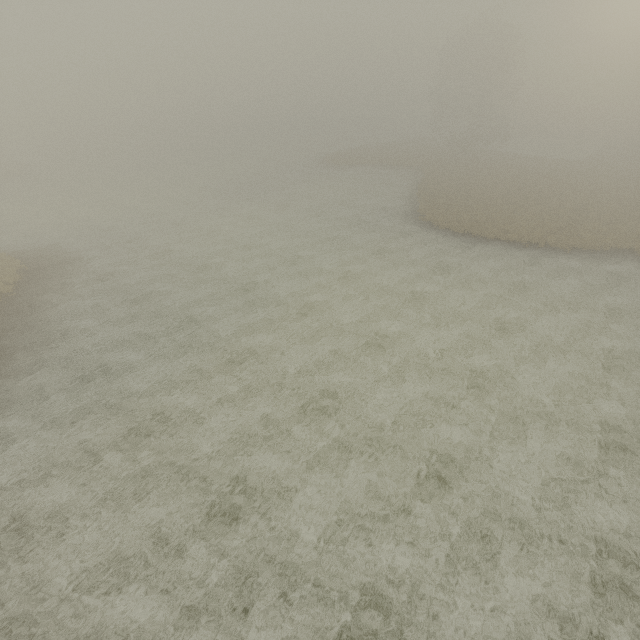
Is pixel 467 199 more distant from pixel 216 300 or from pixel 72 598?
pixel 72 598
